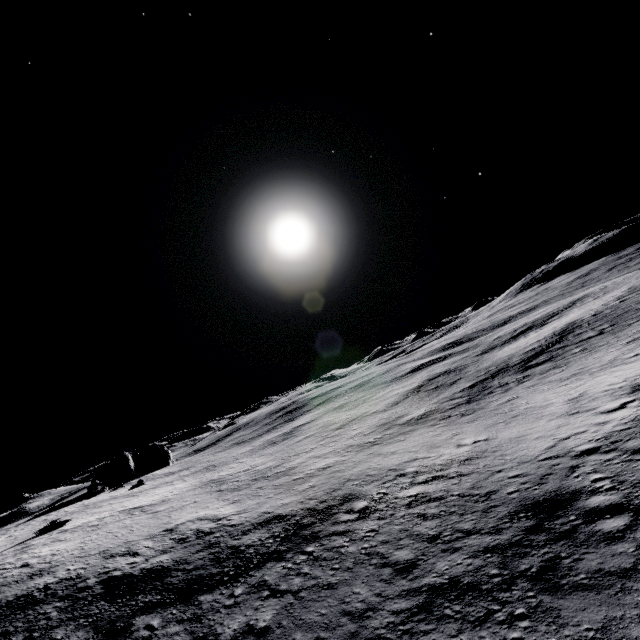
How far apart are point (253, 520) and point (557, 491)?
20.45m

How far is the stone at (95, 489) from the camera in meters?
46.5 m

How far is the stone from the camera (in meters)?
46.47
